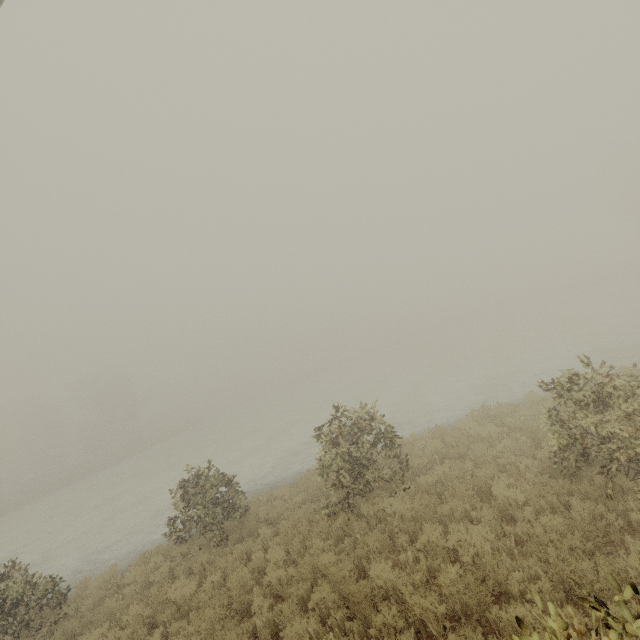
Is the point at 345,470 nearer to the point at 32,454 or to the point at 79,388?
the point at 79,388

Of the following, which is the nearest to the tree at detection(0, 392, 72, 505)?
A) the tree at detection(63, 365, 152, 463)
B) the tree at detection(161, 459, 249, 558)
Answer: the tree at detection(63, 365, 152, 463)

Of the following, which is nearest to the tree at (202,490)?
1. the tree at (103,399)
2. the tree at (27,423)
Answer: the tree at (103,399)

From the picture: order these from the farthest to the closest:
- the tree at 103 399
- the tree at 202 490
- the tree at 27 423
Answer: the tree at 103 399, the tree at 27 423, the tree at 202 490

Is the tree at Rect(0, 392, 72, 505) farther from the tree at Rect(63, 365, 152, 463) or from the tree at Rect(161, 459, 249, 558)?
the tree at Rect(161, 459, 249, 558)

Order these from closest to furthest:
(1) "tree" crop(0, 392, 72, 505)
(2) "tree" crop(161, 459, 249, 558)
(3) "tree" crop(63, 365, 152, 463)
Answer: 1. (2) "tree" crop(161, 459, 249, 558)
2. (1) "tree" crop(0, 392, 72, 505)
3. (3) "tree" crop(63, 365, 152, 463)
